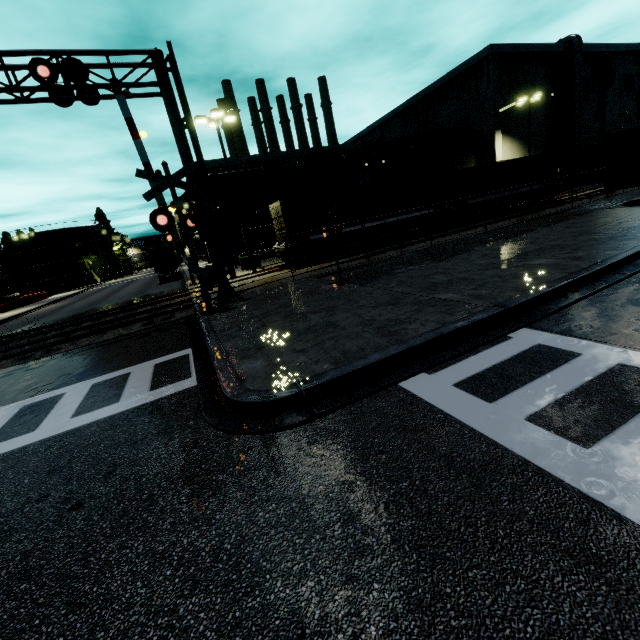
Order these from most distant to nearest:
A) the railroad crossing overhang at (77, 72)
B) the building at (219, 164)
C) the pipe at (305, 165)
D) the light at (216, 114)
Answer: the pipe at (305, 165)
the building at (219, 164)
the light at (216, 114)
the railroad crossing overhang at (77, 72)

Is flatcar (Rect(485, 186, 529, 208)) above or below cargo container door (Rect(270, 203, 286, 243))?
below

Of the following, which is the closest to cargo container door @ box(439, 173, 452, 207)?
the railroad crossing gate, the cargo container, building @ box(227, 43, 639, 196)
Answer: the cargo container

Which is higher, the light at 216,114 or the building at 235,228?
the light at 216,114

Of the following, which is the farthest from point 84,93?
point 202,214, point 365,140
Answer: point 365,140

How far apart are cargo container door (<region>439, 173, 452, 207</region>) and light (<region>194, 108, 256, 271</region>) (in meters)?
15.19

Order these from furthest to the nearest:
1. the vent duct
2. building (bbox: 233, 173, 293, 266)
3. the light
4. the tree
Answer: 1. the tree
2. the vent duct
3. building (bbox: 233, 173, 293, 266)
4. the light

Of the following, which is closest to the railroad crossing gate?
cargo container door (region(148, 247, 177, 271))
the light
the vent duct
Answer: the light
